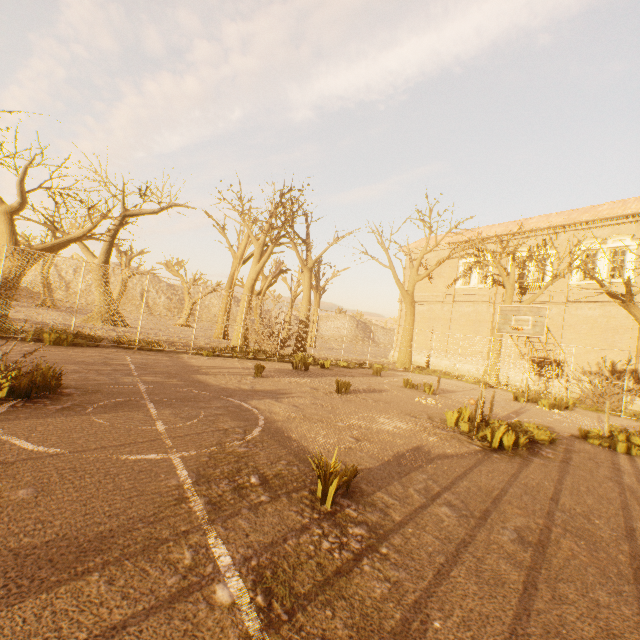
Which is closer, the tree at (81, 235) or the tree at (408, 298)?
the tree at (81, 235)

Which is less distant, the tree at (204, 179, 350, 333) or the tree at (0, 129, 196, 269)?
the tree at (0, 129, 196, 269)

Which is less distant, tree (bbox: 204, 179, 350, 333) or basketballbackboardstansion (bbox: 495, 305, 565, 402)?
basketballbackboardstansion (bbox: 495, 305, 565, 402)

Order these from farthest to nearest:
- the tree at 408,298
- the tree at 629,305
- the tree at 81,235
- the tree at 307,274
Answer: the tree at 408,298, the tree at 307,274, the tree at 629,305, the tree at 81,235

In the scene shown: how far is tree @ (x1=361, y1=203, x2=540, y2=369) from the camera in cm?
1931

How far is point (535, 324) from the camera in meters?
12.1

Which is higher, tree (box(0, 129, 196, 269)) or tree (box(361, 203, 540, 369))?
tree (box(361, 203, 540, 369))
